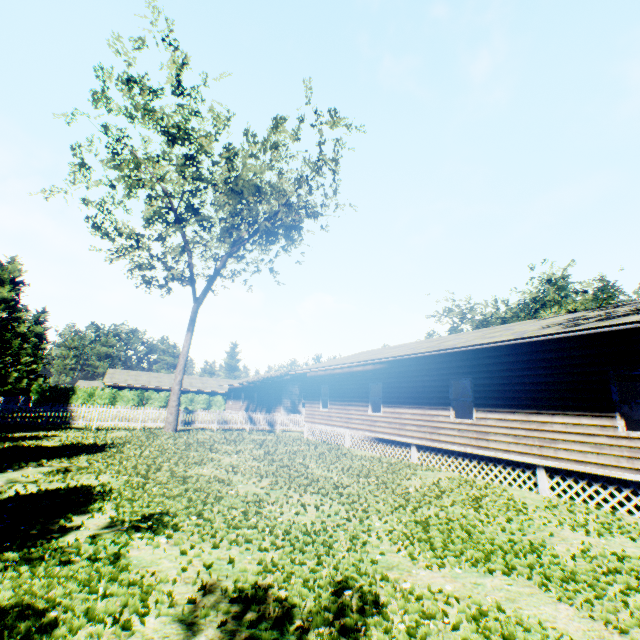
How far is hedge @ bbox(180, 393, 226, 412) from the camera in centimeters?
4581cm

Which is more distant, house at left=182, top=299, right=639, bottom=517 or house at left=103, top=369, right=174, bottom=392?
house at left=103, top=369, right=174, bottom=392

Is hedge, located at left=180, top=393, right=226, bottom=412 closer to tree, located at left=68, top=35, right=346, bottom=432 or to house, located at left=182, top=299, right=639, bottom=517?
house, located at left=182, top=299, right=639, bottom=517

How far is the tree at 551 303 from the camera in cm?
3512

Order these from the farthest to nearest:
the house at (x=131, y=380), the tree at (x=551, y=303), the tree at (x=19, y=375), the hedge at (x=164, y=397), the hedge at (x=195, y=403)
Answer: the hedge at (x=195, y=403) → the house at (x=131, y=380) → the hedge at (x=164, y=397) → the tree at (x=551, y=303) → the tree at (x=19, y=375)

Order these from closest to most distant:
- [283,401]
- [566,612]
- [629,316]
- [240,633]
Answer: [240,633], [566,612], [629,316], [283,401]

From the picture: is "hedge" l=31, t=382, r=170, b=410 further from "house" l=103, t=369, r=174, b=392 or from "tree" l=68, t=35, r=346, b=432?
"tree" l=68, t=35, r=346, b=432

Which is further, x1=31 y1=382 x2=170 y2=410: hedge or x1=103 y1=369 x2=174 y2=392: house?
x1=103 y1=369 x2=174 y2=392: house
